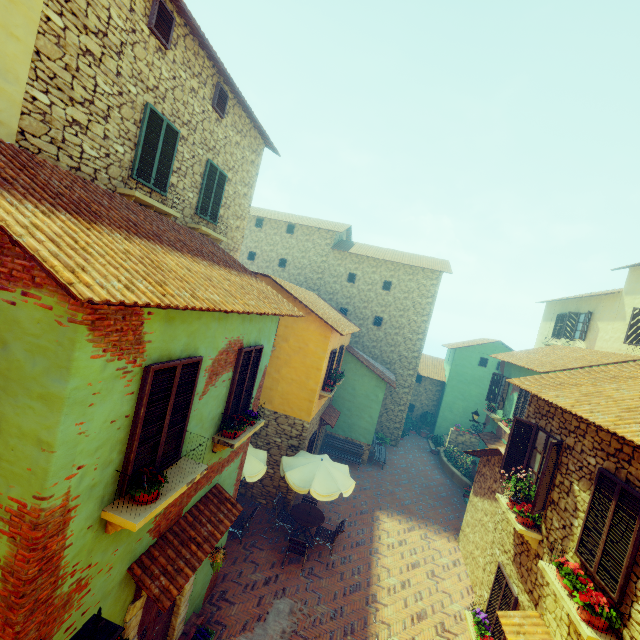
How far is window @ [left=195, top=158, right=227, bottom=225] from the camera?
9.5 meters

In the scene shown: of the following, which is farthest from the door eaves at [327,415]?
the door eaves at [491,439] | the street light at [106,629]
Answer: the street light at [106,629]

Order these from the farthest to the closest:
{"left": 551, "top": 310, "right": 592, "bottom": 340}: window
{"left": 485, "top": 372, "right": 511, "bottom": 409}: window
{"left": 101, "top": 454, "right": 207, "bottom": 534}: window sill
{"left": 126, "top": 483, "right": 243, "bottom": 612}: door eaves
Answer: {"left": 551, "top": 310, "right": 592, "bottom": 340}: window, {"left": 485, "top": 372, "right": 511, "bottom": 409}: window, {"left": 126, "top": 483, "right": 243, "bottom": 612}: door eaves, {"left": 101, "top": 454, "right": 207, "bottom": 534}: window sill

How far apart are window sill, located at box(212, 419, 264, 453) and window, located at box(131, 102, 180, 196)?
5.8m

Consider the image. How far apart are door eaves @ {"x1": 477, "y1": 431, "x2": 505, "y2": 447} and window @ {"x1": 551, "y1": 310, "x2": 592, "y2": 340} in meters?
7.1 m

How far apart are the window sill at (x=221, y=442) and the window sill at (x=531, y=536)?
6.21m

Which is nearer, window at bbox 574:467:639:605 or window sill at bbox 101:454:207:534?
window sill at bbox 101:454:207:534

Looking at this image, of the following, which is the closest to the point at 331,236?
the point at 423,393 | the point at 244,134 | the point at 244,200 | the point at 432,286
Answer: the point at 432,286
